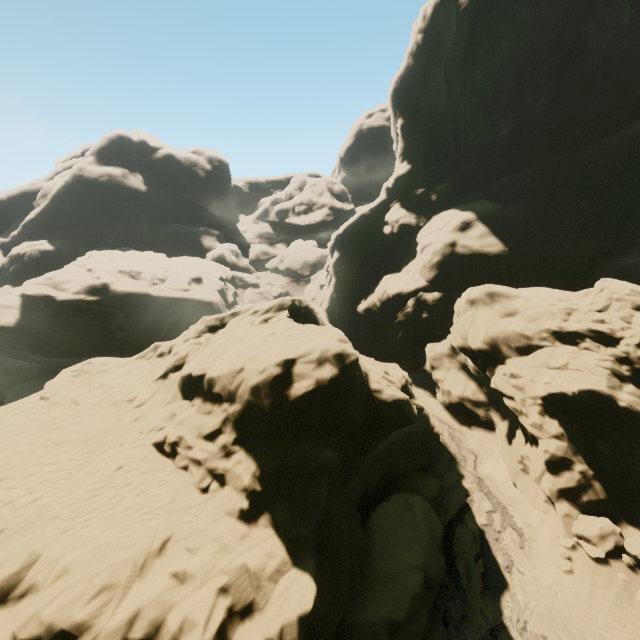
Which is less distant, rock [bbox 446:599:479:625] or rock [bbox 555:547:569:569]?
rock [bbox 446:599:479:625]

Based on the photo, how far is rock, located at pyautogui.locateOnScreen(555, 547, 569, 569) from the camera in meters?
14.0 m

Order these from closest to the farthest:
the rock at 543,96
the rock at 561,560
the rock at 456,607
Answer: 1. the rock at 543,96
2. the rock at 456,607
3. the rock at 561,560

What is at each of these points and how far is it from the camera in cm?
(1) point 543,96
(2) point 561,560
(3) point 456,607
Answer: (1) rock, 3344
(2) rock, 1427
(3) rock, 1313

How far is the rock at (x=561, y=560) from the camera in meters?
14.0 m

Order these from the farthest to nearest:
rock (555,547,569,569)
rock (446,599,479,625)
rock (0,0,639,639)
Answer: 1. rock (555,547,569,569)
2. rock (446,599,479,625)
3. rock (0,0,639,639)

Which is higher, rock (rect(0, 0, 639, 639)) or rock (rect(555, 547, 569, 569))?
rock (rect(0, 0, 639, 639))
